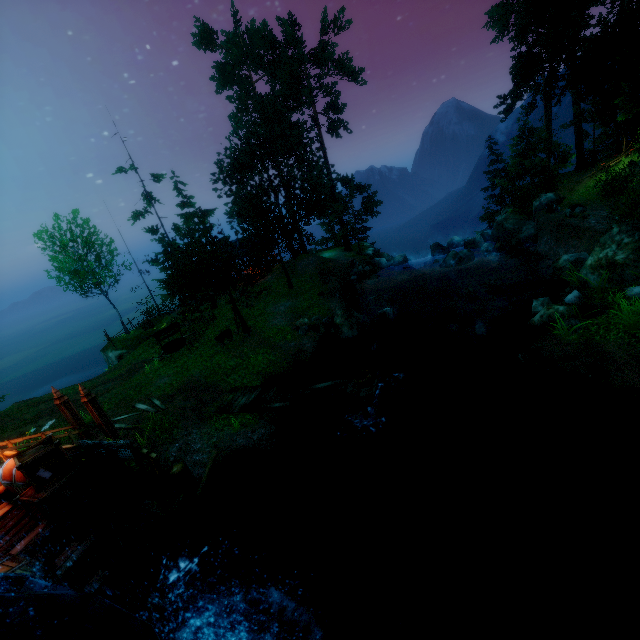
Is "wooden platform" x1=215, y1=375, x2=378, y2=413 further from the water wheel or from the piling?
the water wheel

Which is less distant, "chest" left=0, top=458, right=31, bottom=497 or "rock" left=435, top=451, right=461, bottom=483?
"chest" left=0, top=458, right=31, bottom=497

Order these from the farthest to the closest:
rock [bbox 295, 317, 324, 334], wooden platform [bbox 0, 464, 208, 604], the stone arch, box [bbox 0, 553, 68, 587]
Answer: rock [bbox 295, 317, 324, 334]
the stone arch
wooden platform [bbox 0, 464, 208, 604]
box [bbox 0, 553, 68, 587]

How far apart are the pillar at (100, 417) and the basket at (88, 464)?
4.2m

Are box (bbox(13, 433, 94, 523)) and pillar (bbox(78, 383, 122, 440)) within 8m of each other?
yes

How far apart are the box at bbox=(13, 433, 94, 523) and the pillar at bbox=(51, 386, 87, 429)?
4.65m

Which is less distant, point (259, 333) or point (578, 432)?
point (578, 432)

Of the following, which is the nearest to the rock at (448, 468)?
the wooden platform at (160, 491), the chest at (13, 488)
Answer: the wooden platform at (160, 491)
